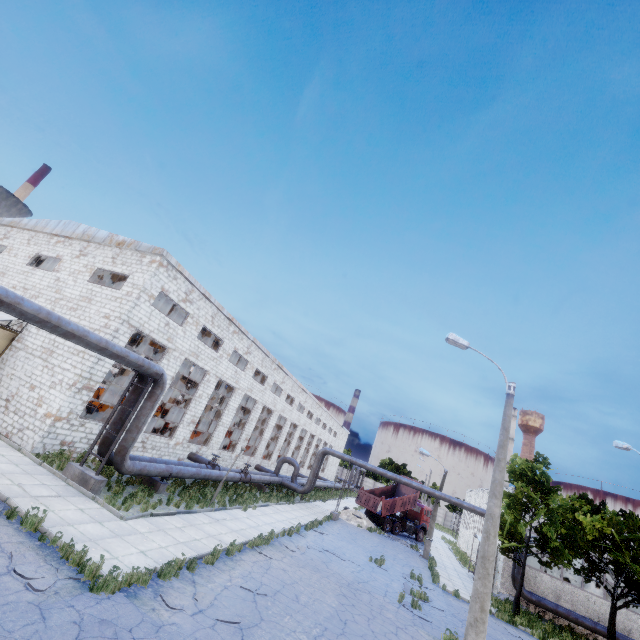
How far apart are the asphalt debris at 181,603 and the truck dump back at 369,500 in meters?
26.9 m

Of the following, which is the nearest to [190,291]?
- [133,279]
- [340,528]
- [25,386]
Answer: [133,279]

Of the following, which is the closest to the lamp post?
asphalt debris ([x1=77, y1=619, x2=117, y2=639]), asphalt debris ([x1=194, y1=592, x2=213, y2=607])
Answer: asphalt debris ([x1=77, y1=619, x2=117, y2=639])

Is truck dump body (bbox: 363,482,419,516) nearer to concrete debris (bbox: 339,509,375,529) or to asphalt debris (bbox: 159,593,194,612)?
concrete debris (bbox: 339,509,375,529)

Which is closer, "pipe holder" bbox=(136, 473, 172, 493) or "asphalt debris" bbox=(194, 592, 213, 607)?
"asphalt debris" bbox=(194, 592, 213, 607)

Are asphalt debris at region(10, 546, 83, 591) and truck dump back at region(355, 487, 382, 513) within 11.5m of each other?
no

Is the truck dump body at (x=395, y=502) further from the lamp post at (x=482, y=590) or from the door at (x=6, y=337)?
the door at (x=6, y=337)

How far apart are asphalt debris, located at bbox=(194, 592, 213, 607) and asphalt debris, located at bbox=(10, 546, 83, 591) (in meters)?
1.87
